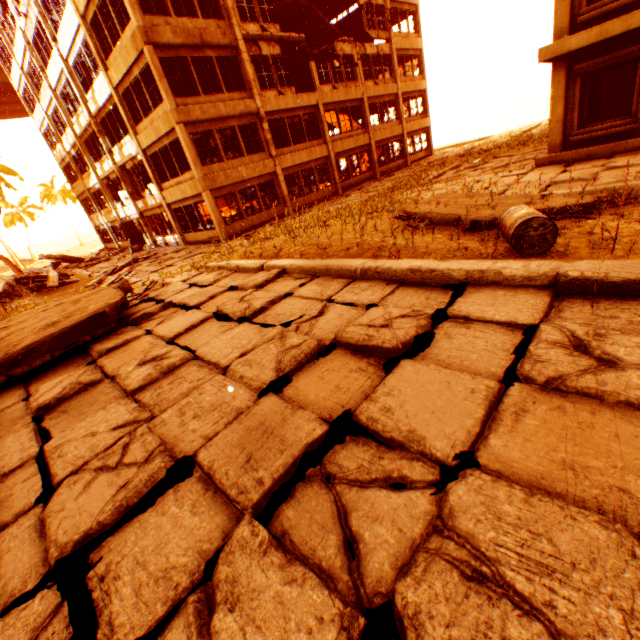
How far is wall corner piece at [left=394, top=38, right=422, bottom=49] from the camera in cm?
2557

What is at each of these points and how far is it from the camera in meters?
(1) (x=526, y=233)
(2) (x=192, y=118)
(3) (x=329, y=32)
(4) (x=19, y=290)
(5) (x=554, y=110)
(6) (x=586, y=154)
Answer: (1) metal barrel, 4.3 m
(2) wall corner piece, 15.3 m
(3) stair, 24.8 m
(4) rock pile, 17.8 m
(5) concrete pillar, 10.5 m
(6) wall corner piece, 10.2 m

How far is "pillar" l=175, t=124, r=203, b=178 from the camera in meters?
15.1 m

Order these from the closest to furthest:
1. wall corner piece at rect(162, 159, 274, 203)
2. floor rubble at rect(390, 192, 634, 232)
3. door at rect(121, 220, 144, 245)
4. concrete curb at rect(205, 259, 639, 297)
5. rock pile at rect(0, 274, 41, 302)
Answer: concrete curb at rect(205, 259, 639, 297) < floor rubble at rect(390, 192, 634, 232) < wall corner piece at rect(162, 159, 274, 203) < rock pile at rect(0, 274, 41, 302) < door at rect(121, 220, 144, 245)

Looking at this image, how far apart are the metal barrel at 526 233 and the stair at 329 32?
26.8 meters

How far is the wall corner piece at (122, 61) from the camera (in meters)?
13.72

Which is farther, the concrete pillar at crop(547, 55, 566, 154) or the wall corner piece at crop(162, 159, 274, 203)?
the wall corner piece at crop(162, 159, 274, 203)

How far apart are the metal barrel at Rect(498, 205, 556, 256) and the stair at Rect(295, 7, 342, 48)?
26.8 meters
